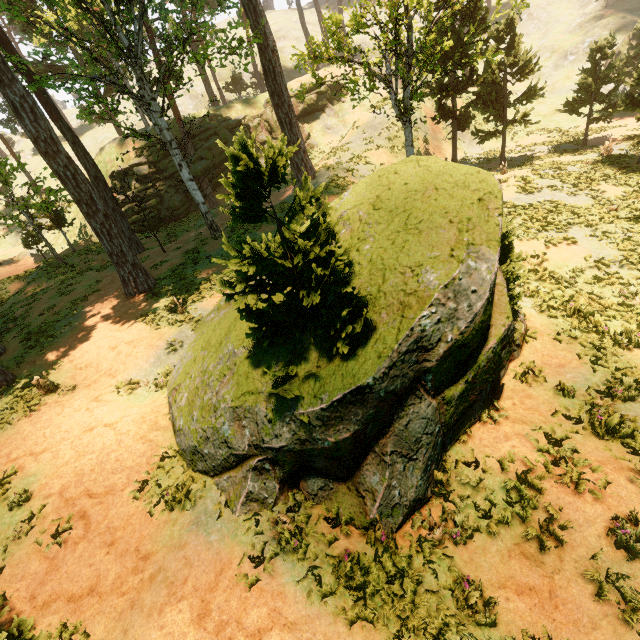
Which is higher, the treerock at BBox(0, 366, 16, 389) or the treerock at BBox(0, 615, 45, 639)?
the treerock at BBox(0, 615, 45, 639)

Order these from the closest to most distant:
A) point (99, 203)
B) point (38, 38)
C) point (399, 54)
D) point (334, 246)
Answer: point (334, 246)
point (399, 54)
point (99, 203)
point (38, 38)

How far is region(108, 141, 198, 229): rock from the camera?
29.80m

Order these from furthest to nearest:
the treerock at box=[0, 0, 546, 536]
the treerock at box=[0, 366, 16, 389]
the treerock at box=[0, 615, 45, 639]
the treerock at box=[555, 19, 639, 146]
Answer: the treerock at box=[555, 19, 639, 146]
the treerock at box=[0, 366, 16, 389]
the treerock at box=[0, 0, 546, 536]
the treerock at box=[0, 615, 45, 639]

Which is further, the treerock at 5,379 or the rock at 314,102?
the rock at 314,102

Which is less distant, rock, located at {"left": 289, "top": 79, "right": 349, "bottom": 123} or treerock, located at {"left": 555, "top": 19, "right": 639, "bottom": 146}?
treerock, located at {"left": 555, "top": 19, "right": 639, "bottom": 146}
